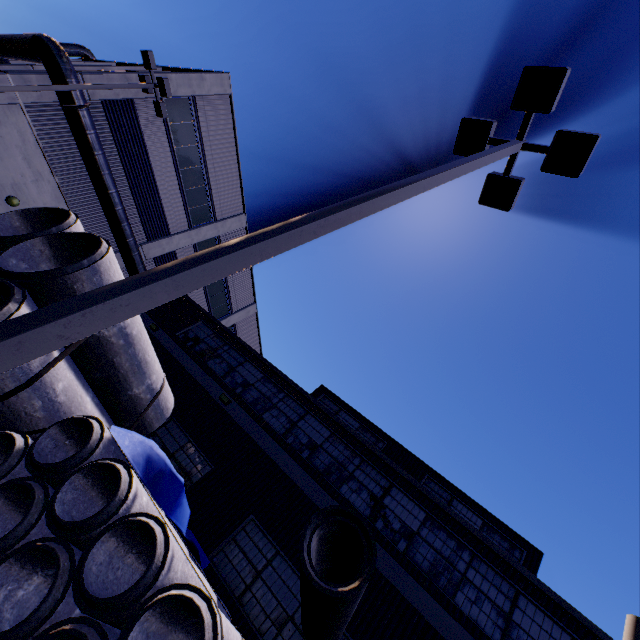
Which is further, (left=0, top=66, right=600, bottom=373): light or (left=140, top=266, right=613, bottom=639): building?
(left=140, top=266, right=613, bottom=639): building

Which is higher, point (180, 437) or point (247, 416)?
point (247, 416)

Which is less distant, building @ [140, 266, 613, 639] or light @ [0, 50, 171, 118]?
building @ [140, 266, 613, 639]

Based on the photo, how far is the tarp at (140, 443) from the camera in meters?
5.6 m

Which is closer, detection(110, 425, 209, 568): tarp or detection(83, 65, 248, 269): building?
detection(110, 425, 209, 568): tarp

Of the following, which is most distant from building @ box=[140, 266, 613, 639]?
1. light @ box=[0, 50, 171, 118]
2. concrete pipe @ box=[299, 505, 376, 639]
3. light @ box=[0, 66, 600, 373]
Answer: light @ box=[0, 66, 600, 373]

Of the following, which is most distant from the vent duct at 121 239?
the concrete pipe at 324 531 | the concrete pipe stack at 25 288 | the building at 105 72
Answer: the concrete pipe at 324 531

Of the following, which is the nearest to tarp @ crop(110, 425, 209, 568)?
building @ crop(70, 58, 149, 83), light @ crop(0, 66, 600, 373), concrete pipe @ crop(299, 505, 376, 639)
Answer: building @ crop(70, 58, 149, 83)
